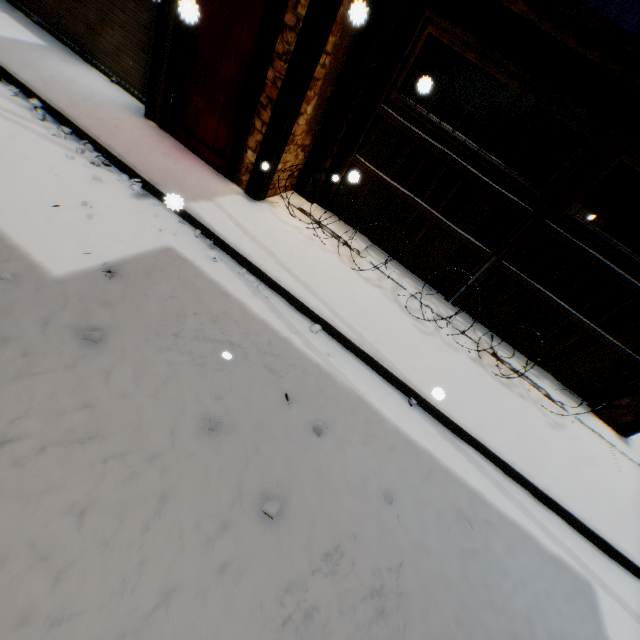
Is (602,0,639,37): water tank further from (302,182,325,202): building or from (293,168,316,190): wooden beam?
(302,182,325,202): building

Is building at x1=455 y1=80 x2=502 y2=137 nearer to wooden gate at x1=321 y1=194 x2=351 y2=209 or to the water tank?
wooden gate at x1=321 y1=194 x2=351 y2=209

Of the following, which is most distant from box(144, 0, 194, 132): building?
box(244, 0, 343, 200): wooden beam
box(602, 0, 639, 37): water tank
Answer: box(602, 0, 639, 37): water tank

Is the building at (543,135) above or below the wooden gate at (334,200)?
above

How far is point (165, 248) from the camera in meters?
3.6 m

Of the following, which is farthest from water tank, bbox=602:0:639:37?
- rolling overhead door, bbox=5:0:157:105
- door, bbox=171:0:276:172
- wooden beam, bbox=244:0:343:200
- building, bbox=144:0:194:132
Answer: rolling overhead door, bbox=5:0:157:105

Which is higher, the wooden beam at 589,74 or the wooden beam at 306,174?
the wooden beam at 589,74
